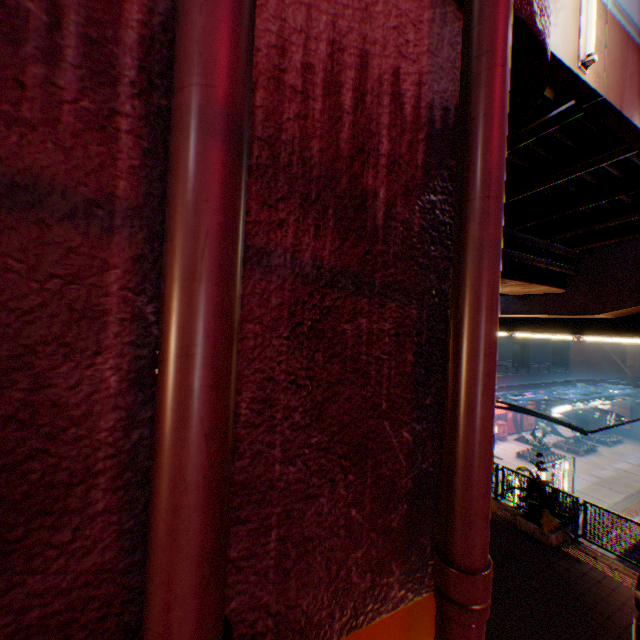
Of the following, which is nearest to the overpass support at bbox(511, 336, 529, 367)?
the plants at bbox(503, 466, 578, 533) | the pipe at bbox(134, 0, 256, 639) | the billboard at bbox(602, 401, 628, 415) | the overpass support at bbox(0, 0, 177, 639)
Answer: the overpass support at bbox(0, 0, 177, 639)

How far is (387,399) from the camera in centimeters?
137cm

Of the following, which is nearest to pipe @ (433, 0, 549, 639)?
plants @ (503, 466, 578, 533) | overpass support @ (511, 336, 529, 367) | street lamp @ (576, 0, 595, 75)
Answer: street lamp @ (576, 0, 595, 75)

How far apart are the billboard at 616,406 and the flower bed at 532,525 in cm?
4297

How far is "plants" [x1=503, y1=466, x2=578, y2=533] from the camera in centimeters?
918cm

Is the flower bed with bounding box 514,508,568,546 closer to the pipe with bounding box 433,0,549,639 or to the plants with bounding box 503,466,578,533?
the plants with bounding box 503,466,578,533

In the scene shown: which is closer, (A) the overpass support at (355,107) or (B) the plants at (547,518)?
(A) the overpass support at (355,107)

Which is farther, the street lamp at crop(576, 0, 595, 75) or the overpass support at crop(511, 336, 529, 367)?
the overpass support at crop(511, 336, 529, 367)
